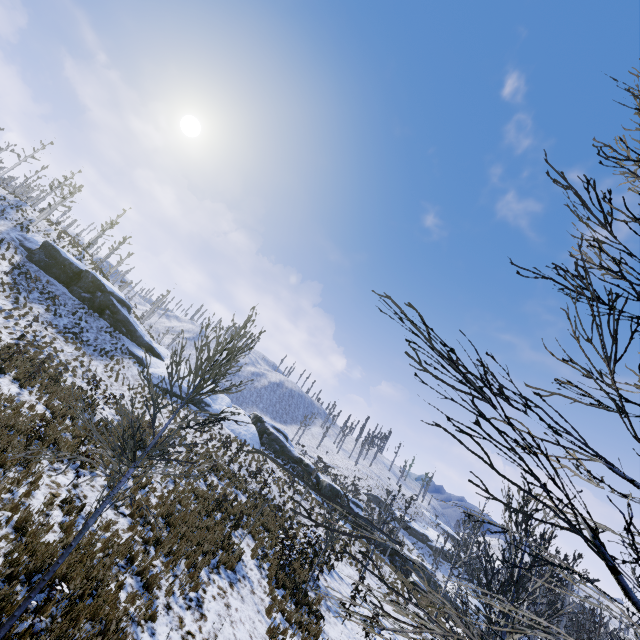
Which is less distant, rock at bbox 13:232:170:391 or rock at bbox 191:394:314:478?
rock at bbox 13:232:170:391

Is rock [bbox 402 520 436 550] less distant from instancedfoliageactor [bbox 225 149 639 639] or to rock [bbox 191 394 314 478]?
rock [bbox 191 394 314 478]

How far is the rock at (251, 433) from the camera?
33.1 meters

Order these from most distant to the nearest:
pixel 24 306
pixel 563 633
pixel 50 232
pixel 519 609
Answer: pixel 50 232, pixel 24 306, pixel 519 609, pixel 563 633

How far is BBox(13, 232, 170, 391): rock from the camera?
31.1m

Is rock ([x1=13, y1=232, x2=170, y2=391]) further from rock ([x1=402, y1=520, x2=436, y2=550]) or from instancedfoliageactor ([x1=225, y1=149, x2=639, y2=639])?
rock ([x1=402, y1=520, x2=436, y2=550])

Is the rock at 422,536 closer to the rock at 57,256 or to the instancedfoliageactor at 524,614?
the instancedfoliageactor at 524,614

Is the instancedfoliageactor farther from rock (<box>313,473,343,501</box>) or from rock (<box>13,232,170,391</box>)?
rock (<box>13,232,170,391</box>)
